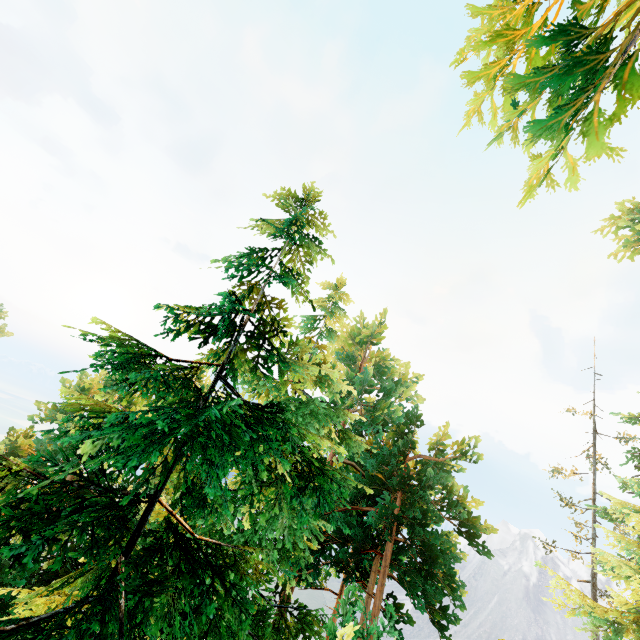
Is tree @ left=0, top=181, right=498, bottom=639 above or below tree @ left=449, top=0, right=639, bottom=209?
below

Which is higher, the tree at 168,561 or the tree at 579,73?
the tree at 579,73

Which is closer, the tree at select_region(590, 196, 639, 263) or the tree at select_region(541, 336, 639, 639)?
the tree at select_region(541, 336, 639, 639)

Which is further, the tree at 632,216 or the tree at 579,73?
the tree at 632,216

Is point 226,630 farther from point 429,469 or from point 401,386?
point 401,386

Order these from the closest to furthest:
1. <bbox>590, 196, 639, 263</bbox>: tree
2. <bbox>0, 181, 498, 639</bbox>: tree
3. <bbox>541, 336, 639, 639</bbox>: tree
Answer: <bbox>0, 181, 498, 639</bbox>: tree → <bbox>541, 336, 639, 639</bbox>: tree → <bbox>590, 196, 639, 263</bbox>: tree
